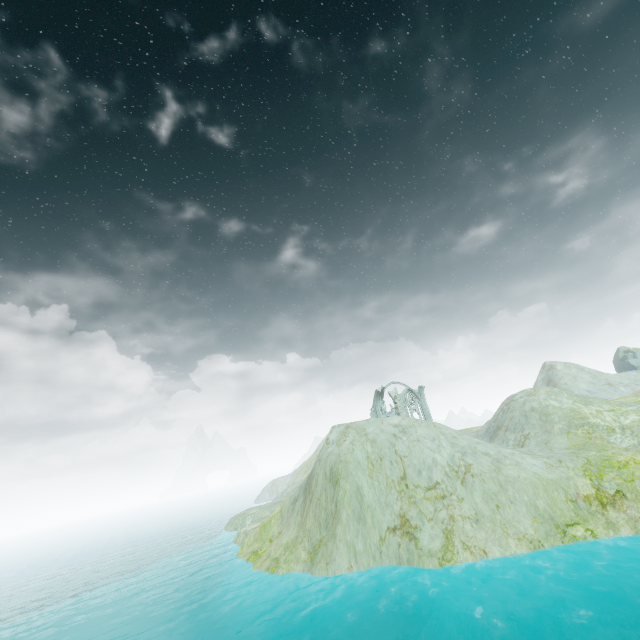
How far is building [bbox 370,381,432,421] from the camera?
50.6m

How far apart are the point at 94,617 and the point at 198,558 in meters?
15.7

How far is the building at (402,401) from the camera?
50.6m
